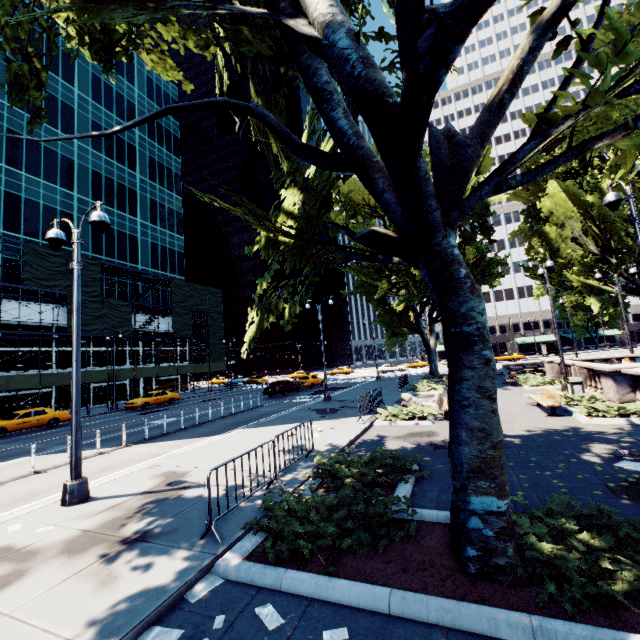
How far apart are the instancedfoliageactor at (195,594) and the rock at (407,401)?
12.92m

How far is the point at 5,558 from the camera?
5.4 meters

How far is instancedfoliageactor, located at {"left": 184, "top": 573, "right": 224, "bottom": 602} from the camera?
4.3m

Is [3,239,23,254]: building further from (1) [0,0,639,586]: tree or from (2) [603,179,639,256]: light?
(2) [603,179,639,256]: light

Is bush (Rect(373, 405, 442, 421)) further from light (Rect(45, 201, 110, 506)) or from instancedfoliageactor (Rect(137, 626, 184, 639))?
instancedfoliageactor (Rect(137, 626, 184, 639))

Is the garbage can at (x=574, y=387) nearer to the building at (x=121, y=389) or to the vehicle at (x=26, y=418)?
the vehicle at (x=26, y=418)

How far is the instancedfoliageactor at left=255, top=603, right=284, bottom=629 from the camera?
3.71m

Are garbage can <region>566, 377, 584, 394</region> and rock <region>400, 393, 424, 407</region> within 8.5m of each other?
yes
